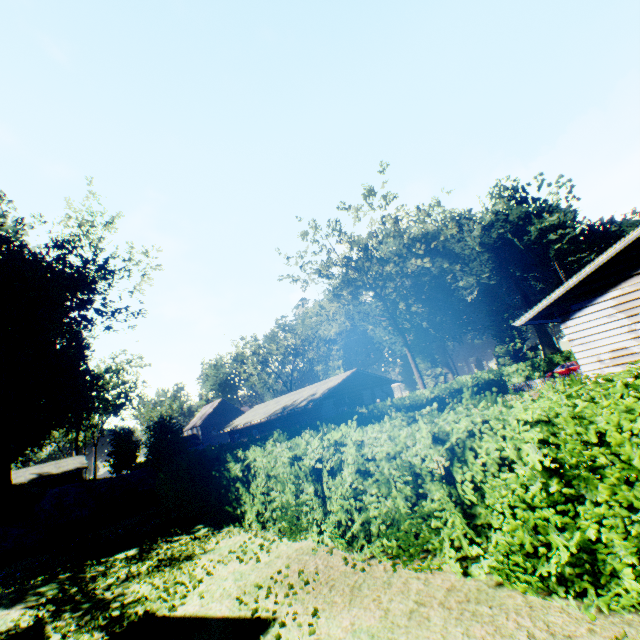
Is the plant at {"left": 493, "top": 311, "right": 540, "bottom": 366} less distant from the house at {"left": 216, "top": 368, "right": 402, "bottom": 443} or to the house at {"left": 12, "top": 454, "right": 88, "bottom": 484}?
the house at {"left": 216, "top": 368, "right": 402, "bottom": 443}

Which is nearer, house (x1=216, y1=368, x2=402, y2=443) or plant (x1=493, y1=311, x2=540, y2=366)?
house (x1=216, y1=368, x2=402, y2=443)

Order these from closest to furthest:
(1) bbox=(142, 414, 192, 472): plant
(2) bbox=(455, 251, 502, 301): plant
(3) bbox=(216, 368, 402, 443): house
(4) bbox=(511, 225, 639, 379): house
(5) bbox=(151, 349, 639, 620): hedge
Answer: (5) bbox=(151, 349, 639, 620): hedge → (4) bbox=(511, 225, 639, 379): house → (1) bbox=(142, 414, 192, 472): plant → (3) bbox=(216, 368, 402, 443): house → (2) bbox=(455, 251, 502, 301): plant

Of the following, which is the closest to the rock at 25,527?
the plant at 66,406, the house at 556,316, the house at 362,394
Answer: the plant at 66,406

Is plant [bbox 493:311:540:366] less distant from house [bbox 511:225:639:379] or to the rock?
house [bbox 511:225:639:379]

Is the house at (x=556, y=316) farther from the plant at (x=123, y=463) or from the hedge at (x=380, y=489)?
the plant at (x=123, y=463)

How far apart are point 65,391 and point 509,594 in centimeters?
4509cm

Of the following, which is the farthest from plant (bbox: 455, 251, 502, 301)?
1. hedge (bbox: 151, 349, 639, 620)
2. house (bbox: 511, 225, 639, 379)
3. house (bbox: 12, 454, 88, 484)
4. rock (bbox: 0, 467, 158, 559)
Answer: house (bbox: 12, 454, 88, 484)
